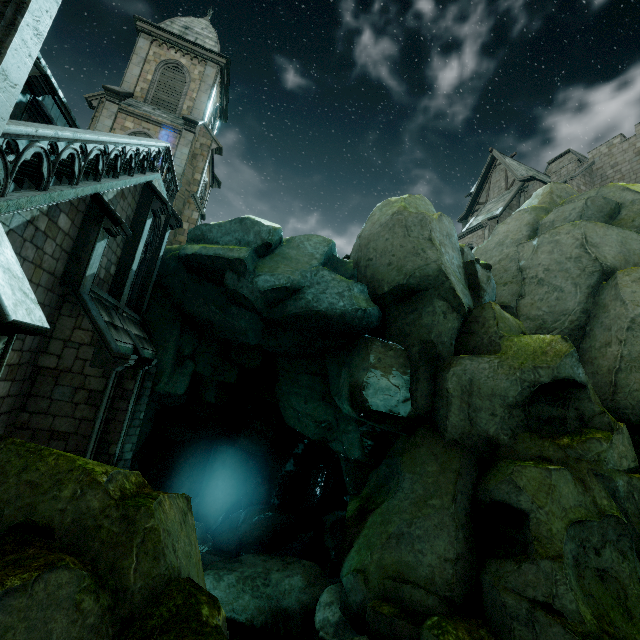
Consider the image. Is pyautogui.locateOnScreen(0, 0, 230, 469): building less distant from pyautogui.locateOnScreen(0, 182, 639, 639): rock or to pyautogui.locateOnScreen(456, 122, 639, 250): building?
pyautogui.locateOnScreen(0, 182, 639, 639): rock

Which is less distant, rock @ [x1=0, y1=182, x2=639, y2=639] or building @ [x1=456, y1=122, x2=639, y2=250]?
rock @ [x1=0, y1=182, x2=639, y2=639]

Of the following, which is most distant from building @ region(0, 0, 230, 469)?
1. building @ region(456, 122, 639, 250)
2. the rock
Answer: building @ region(456, 122, 639, 250)

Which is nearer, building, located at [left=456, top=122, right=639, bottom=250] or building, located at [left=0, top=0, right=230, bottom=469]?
building, located at [left=0, top=0, right=230, bottom=469]

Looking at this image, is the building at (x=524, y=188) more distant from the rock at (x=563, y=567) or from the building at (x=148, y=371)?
the building at (x=148, y=371)

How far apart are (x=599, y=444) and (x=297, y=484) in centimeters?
1985cm
